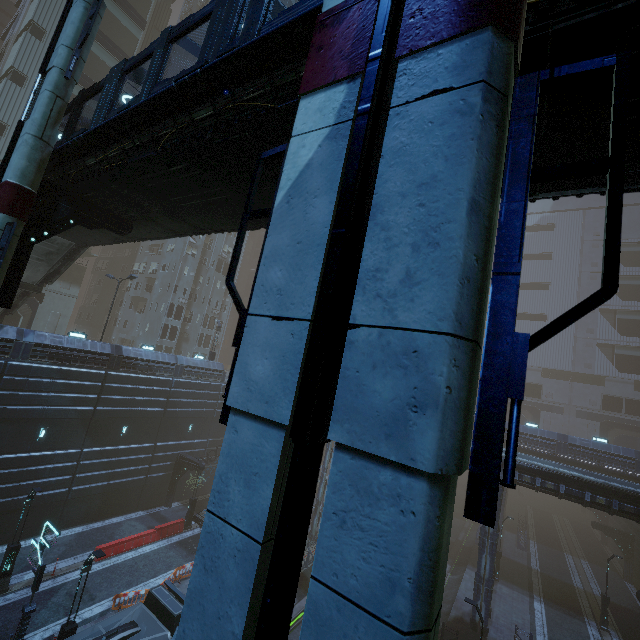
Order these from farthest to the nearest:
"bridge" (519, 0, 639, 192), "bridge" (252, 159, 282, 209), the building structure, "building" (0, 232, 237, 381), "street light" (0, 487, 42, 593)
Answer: "building" (0, 232, 237, 381)
"street light" (0, 487, 42, 593)
the building structure
"bridge" (252, 159, 282, 209)
"bridge" (519, 0, 639, 192)

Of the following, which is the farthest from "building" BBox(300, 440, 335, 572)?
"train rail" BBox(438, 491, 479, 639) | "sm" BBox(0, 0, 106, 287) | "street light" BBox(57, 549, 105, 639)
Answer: "street light" BBox(57, 549, 105, 639)

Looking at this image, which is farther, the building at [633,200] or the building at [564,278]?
the building at [564,278]

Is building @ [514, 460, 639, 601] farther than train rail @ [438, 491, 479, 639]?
No

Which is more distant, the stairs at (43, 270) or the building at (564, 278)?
the building at (564, 278)

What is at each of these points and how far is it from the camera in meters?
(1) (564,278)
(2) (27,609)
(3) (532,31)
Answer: (1) building, 58.3
(2) street sign, 13.0
(3) bridge, 4.3

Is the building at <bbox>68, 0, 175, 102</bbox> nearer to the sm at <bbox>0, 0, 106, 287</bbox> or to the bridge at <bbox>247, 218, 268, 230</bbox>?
the sm at <bbox>0, 0, 106, 287</bbox>

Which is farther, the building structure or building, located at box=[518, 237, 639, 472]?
building, located at box=[518, 237, 639, 472]
